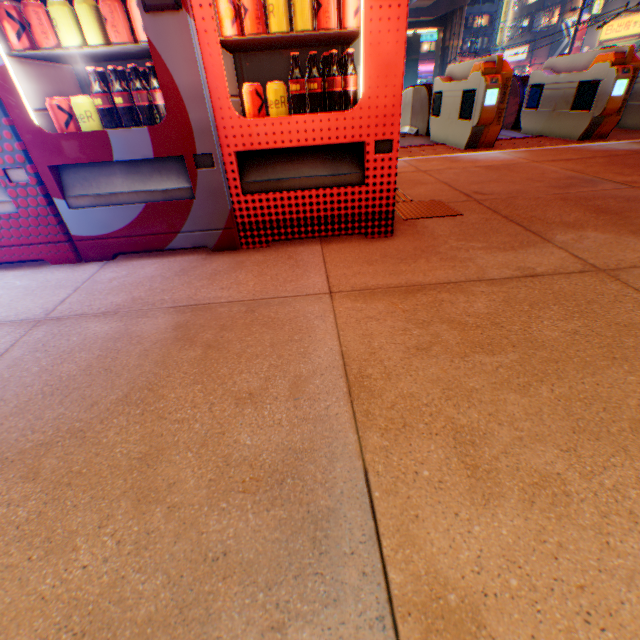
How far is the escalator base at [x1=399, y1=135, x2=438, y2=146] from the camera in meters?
6.3 m

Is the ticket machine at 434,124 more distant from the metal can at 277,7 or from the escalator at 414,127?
the metal can at 277,7

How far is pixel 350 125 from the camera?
1.94m

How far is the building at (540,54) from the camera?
40.00m

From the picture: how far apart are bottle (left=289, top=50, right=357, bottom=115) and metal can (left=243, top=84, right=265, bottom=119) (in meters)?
0.04

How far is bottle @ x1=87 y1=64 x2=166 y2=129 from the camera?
1.8 meters

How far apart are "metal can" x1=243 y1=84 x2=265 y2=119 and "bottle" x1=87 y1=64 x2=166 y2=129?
0.5m

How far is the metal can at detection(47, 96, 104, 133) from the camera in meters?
1.8 m
